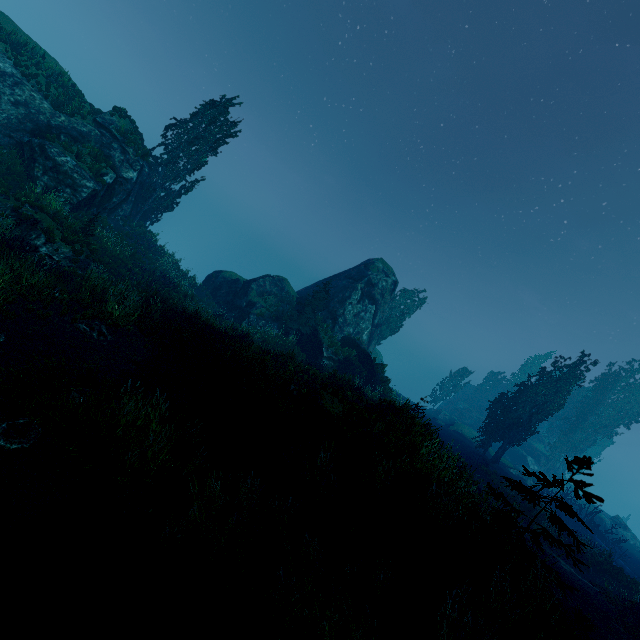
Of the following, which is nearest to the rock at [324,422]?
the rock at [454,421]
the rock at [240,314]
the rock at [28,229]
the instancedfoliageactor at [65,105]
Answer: the instancedfoliageactor at [65,105]

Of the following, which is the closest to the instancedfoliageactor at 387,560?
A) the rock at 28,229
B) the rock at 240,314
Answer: the rock at 240,314

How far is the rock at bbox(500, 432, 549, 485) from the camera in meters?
38.5 m

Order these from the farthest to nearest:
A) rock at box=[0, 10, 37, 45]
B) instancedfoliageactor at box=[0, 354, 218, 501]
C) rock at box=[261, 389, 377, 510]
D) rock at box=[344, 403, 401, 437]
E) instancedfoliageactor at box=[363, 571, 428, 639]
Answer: rock at box=[0, 10, 37, 45]
rock at box=[344, 403, 401, 437]
rock at box=[261, 389, 377, 510]
instancedfoliageactor at box=[0, 354, 218, 501]
instancedfoliageactor at box=[363, 571, 428, 639]

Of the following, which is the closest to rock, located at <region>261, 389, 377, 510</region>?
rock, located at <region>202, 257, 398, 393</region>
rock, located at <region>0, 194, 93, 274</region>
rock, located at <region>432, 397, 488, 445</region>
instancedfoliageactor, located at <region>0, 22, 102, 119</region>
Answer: instancedfoliageactor, located at <region>0, 22, 102, 119</region>

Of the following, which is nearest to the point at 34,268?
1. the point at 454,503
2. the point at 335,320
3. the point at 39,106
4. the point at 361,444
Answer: the point at 361,444

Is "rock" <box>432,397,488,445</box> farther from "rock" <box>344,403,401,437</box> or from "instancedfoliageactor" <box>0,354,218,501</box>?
"rock" <box>344,403,401,437</box>

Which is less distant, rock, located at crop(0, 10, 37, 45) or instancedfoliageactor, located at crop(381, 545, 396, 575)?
instancedfoliageactor, located at crop(381, 545, 396, 575)
